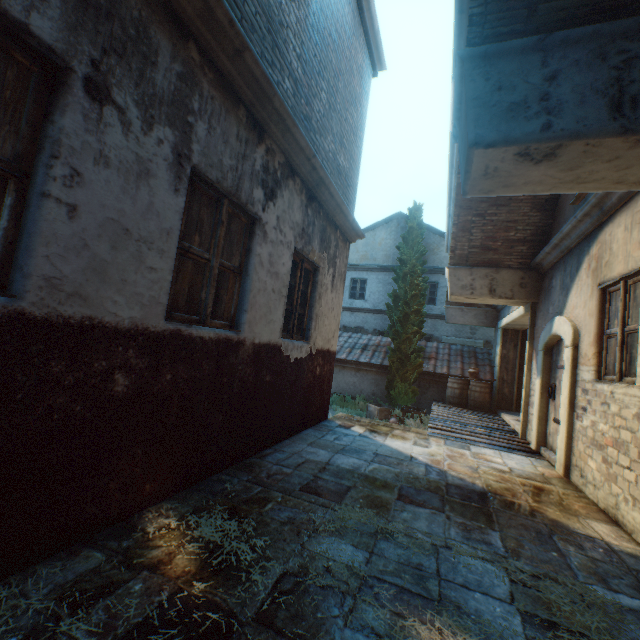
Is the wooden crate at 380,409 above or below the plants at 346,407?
above

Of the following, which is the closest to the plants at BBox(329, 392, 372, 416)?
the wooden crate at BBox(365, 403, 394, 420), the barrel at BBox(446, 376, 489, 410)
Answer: the wooden crate at BBox(365, 403, 394, 420)

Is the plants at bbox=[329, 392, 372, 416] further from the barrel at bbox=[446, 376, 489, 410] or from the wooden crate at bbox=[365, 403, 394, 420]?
the barrel at bbox=[446, 376, 489, 410]

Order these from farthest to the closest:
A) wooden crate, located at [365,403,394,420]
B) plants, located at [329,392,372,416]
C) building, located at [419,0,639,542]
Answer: plants, located at [329,392,372,416] → wooden crate, located at [365,403,394,420] → building, located at [419,0,639,542]

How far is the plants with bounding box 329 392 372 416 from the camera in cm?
1216

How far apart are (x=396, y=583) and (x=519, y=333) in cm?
1126

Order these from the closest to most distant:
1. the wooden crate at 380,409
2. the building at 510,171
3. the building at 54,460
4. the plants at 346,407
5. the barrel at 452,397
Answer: the building at 54,460 < the building at 510,171 < the barrel at 452,397 < the wooden crate at 380,409 < the plants at 346,407

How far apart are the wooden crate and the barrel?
1.9 meters
